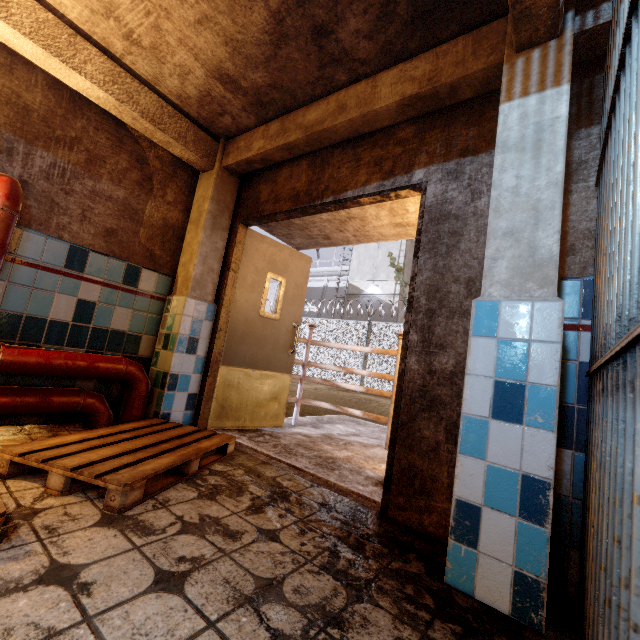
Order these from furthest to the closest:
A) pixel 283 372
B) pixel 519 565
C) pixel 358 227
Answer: pixel 283 372 < pixel 358 227 < pixel 519 565

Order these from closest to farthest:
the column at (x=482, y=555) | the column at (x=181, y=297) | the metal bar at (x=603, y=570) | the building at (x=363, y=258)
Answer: the metal bar at (x=603, y=570)
the column at (x=482, y=555)
the column at (x=181, y=297)
the building at (x=363, y=258)

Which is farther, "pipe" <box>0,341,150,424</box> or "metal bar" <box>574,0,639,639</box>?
"pipe" <box>0,341,150,424</box>

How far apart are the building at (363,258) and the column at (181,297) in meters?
17.6 m

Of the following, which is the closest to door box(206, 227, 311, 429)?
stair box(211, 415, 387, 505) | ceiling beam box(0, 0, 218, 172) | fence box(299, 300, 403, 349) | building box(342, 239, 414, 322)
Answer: stair box(211, 415, 387, 505)

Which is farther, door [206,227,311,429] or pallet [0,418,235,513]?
door [206,227,311,429]

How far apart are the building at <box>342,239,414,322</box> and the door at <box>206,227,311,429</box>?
16.7 meters

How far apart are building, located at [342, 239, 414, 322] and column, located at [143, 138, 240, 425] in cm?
1758
